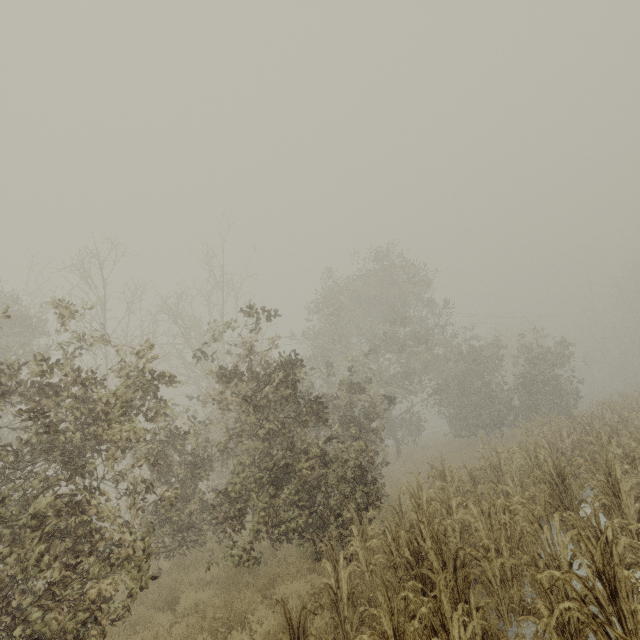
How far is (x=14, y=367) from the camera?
5.33m
